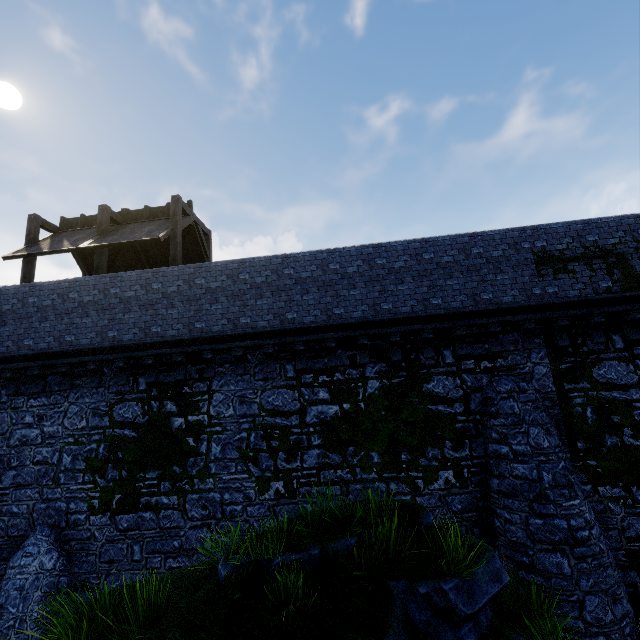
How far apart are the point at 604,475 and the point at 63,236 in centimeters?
2056cm

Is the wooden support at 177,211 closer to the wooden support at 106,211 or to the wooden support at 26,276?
the wooden support at 106,211

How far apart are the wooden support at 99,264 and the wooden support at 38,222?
2.7 meters

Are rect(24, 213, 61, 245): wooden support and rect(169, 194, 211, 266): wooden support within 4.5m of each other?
no

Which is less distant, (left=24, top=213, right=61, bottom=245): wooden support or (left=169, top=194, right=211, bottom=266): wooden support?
(left=169, top=194, right=211, bottom=266): wooden support

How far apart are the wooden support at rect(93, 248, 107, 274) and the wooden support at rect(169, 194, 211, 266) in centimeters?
259cm

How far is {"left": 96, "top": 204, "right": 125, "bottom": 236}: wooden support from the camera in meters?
12.5

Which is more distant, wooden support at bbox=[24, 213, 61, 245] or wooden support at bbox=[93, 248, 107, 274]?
wooden support at bbox=[24, 213, 61, 245]
